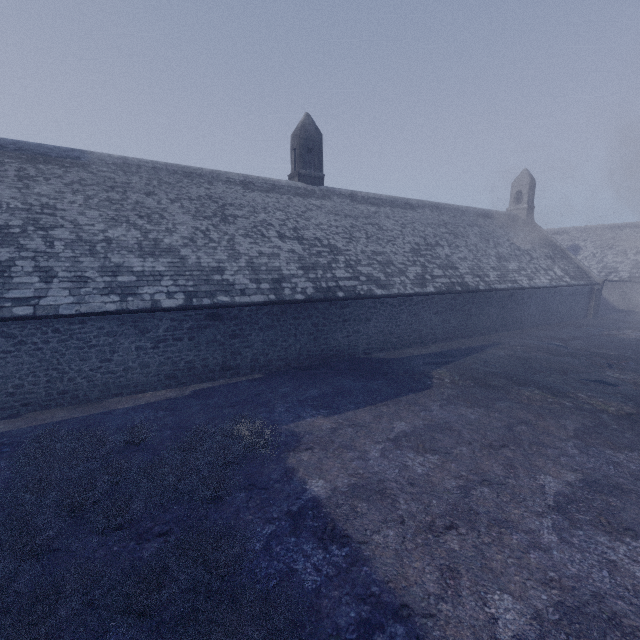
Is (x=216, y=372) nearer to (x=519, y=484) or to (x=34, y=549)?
(x=34, y=549)
